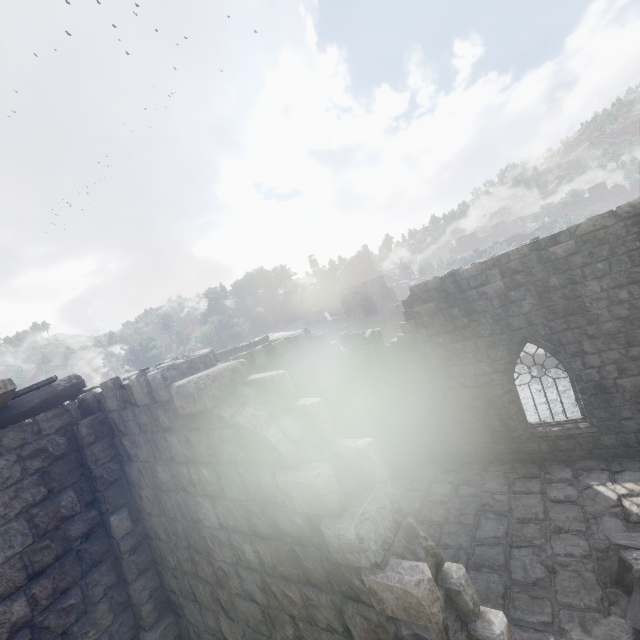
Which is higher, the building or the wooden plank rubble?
the wooden plank rubble

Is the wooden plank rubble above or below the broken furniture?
above

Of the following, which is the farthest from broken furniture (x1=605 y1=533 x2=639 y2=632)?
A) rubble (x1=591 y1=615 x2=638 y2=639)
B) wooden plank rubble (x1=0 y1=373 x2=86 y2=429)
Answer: wooden plank rubble (x1=0 y1=373 x2=86 y2=429)

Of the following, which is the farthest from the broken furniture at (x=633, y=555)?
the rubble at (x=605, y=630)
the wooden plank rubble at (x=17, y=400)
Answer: the wooden plank rubble at (x=17, y=400)

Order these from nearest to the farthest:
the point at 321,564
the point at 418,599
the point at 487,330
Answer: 1. the point at 418,599
2. the point at 321,564
3. the point at 487,330

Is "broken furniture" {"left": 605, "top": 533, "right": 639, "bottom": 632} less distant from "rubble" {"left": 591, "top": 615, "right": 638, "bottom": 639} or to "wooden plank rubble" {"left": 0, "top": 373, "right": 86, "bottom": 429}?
"rubble" {"left": 591, "top": 615, "right": 638, "bottom": 639}

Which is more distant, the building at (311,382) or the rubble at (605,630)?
the rubble at (605,630)
